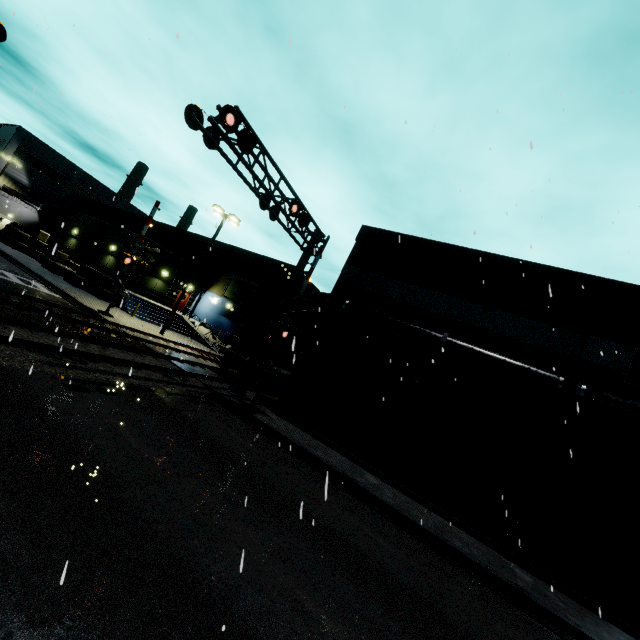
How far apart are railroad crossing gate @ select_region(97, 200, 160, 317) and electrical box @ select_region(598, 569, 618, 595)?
18.7m

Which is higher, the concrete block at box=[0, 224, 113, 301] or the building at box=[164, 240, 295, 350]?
the building at box=[164, 240, 295, 350]

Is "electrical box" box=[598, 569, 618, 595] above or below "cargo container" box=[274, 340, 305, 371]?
below

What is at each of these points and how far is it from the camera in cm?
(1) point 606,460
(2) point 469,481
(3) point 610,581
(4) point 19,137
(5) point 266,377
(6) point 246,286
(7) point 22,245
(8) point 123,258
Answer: (1) building, 1123
(2) electrical box, 1238
(3) electrical box, 999
(4) building, 4650
(5) railroad crossing gate, 1357
(6) building, 3456
(7) concrete block, 3195
(8) railroad crossing gate, 1883

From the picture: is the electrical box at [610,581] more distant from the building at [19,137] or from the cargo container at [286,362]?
the cargo container at [286,362]

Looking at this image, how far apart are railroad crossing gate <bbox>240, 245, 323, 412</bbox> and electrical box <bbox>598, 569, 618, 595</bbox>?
7.27m

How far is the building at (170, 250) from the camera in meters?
27.2

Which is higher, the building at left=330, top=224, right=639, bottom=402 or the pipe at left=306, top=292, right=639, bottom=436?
the building at left=330, top=224, right=639, bottom=402
